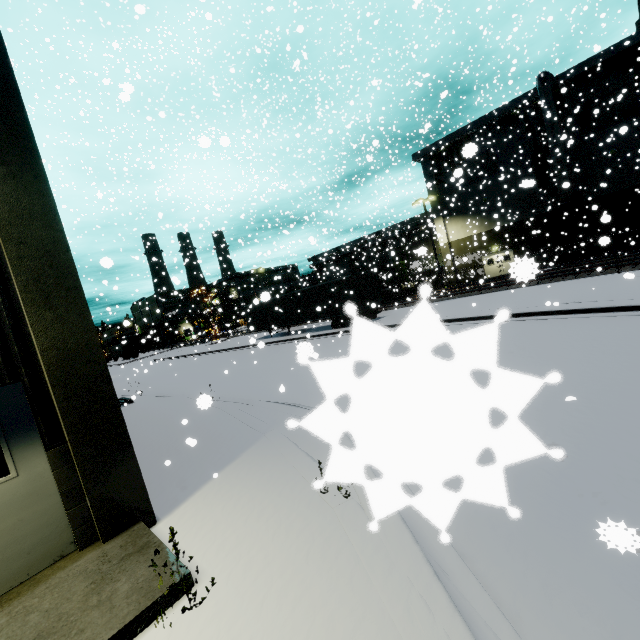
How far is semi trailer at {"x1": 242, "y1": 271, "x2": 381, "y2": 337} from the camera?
22.4 meters

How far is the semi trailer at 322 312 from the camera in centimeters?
2242cm

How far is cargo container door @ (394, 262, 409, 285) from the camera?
33.91m

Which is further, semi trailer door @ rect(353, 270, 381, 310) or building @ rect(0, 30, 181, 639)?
semi trailer door @ rect(353, 270, 381, 310)

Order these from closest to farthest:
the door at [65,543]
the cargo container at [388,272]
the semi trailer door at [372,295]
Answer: the door at [65,543] → the semi trailer door at [372,295] → the cargo container at [388,272]

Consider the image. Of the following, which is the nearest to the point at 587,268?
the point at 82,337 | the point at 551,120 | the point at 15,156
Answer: the point at 551,120

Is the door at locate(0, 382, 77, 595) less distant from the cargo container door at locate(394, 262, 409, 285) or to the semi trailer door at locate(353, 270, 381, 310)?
the semi trailer door at locate(353, 270, 381, 310)

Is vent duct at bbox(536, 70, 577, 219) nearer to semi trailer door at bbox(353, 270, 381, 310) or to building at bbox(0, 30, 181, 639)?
building at bbox(0, 30, 181, 639)
